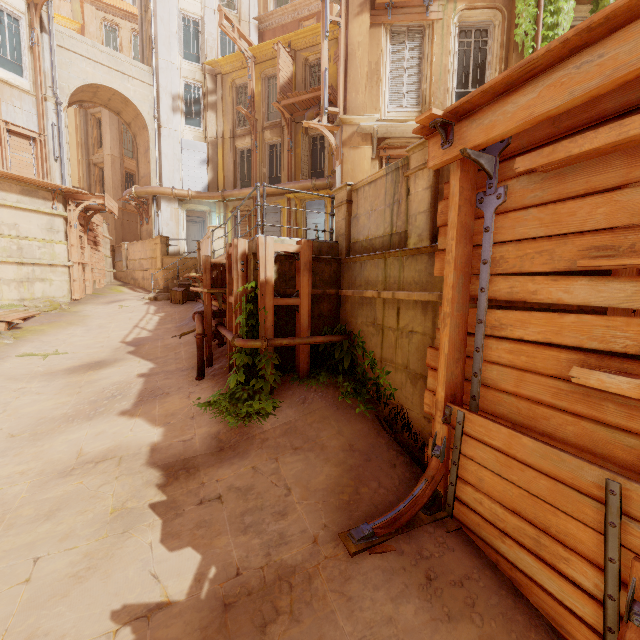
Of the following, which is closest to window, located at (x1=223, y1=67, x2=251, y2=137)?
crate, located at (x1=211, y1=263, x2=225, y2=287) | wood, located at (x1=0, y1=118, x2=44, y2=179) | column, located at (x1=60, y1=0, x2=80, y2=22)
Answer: wood, located at (x1=0, y1=118, x2=44, y2=179)

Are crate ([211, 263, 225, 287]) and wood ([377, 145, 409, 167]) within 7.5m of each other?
yes

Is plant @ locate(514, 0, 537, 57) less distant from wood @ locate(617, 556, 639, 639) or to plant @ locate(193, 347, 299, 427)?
wood @ locate(617, 556, 639, 639)

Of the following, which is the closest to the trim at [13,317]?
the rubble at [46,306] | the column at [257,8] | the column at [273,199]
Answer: the rubble at [46,306]

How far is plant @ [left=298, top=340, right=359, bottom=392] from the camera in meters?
6.2

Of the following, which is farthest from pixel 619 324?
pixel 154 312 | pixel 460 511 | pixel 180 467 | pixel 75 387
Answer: pixel 154 312

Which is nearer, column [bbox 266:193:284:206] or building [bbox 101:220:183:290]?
building [bbox 101:220:183:290]

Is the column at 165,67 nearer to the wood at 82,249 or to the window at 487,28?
the wood at 82,249
